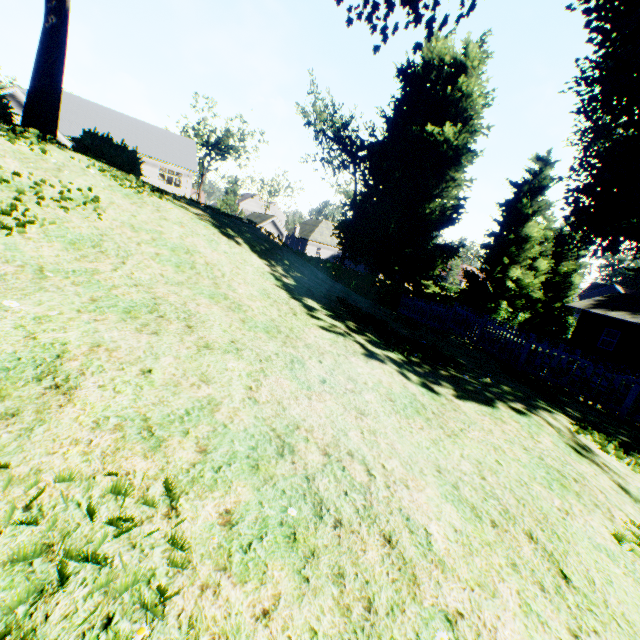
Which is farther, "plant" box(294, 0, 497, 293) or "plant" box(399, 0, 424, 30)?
"plant" box(294, 0, 497, 293)

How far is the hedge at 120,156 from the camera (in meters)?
11.30

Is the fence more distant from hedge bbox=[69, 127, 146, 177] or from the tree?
hedge bbox=[69, 127, 146, 177]

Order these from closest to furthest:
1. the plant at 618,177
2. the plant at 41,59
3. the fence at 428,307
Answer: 1. the plant at 41,59
2. the fence at 428,307
3. the plant at 618,177

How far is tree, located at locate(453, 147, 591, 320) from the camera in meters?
29.5

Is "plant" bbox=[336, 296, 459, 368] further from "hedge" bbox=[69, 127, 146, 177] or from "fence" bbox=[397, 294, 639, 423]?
"hedge" bbox=[69, 127, 146, 177]

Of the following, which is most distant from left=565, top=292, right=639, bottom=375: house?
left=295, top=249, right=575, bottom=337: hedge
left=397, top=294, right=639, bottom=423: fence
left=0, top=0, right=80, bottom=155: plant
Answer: left=397, top=294, right=639, bottom=423: fence

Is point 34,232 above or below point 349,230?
below
